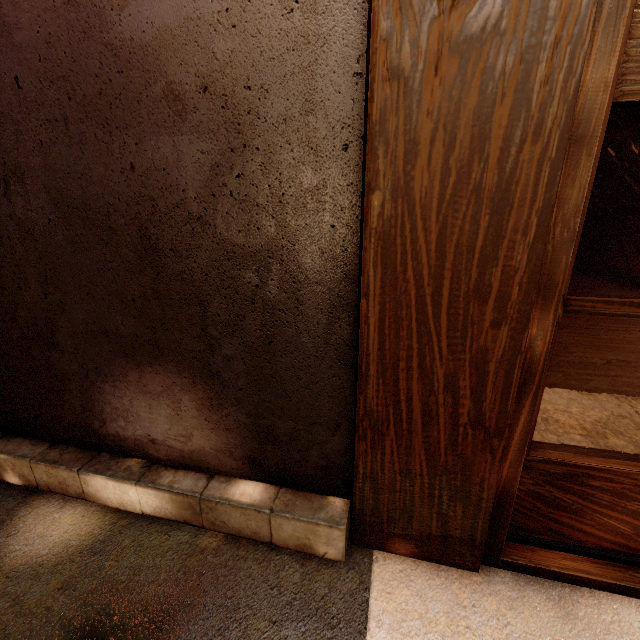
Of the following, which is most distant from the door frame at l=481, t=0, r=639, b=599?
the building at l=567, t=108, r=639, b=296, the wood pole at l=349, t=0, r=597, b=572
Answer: the building at l=567, t=108, r=639, b=296

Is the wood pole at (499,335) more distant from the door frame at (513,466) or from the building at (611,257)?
the building at (611,257)

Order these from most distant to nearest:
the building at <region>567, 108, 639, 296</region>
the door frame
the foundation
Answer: the building at <region>567, 108, 639, 296</region> → the foundation → the door frame

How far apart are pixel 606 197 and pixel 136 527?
16.3m

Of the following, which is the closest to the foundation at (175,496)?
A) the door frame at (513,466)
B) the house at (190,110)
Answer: the house at (190,110)

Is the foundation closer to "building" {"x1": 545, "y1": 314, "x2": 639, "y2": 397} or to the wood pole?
the wood pole

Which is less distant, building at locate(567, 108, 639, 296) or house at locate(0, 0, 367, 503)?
house at locate(0, 0, 367, 503)

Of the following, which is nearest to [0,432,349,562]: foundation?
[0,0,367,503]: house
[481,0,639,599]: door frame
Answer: [0,0,367,503]: house
